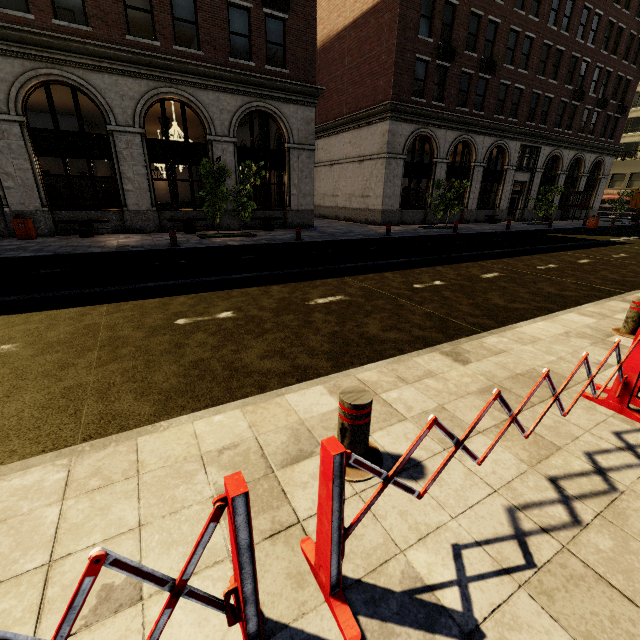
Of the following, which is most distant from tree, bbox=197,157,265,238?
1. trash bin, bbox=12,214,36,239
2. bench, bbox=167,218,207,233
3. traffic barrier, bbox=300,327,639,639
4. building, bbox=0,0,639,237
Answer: traffic barrier, bbox=300,327,639,639

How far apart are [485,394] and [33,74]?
17.68m

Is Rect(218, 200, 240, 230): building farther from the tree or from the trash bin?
the tree

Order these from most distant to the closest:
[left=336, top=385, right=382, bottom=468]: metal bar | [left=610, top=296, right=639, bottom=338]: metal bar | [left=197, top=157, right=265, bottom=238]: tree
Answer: [left=197, top=157, right=265, bottom=238]: tree → [left=610, top=296, right=639, bottom=338]: metal bar → [left=336, top=385, right=382, bottom=468]: metal bar

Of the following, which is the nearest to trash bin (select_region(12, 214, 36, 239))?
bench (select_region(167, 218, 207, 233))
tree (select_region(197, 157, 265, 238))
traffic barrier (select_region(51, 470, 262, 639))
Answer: bench (select_region(167, 218, 207, 233))

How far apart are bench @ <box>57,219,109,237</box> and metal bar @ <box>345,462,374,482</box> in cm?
1512

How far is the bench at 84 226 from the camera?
13.16m

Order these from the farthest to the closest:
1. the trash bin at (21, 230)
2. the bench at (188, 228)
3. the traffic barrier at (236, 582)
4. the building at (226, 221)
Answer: the building at (226, 221) → the bench at (188, 228) → the trash bin at (21, 230) → the traffic barrier at (236, 582)
